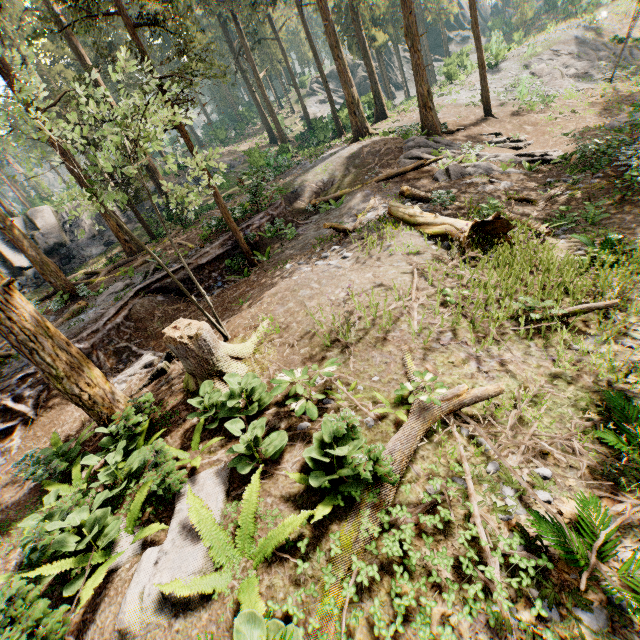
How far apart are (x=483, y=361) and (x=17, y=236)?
19.44m

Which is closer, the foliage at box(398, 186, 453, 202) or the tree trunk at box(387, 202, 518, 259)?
the tree trunk at box(387, 202, 518, 259)

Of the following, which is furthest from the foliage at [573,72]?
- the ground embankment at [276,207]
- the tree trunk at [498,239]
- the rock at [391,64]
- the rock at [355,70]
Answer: the rock at [391,64]

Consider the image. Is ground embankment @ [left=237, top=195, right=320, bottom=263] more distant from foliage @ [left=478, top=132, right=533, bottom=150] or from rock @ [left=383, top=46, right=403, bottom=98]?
rock @ [left=383, top=46, right=403, bottom=98]

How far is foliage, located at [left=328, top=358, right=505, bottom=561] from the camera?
4.14m

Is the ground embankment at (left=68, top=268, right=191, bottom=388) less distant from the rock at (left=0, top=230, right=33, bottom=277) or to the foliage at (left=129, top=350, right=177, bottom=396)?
the foliage at (left=129, top=350, right=177, bottom=396)

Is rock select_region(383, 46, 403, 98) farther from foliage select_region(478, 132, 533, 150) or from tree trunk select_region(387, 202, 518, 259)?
tree trunk select_region(387, 202, 518, 259)

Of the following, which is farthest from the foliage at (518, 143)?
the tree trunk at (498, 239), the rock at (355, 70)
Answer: the tree trunk at (498, 239)
